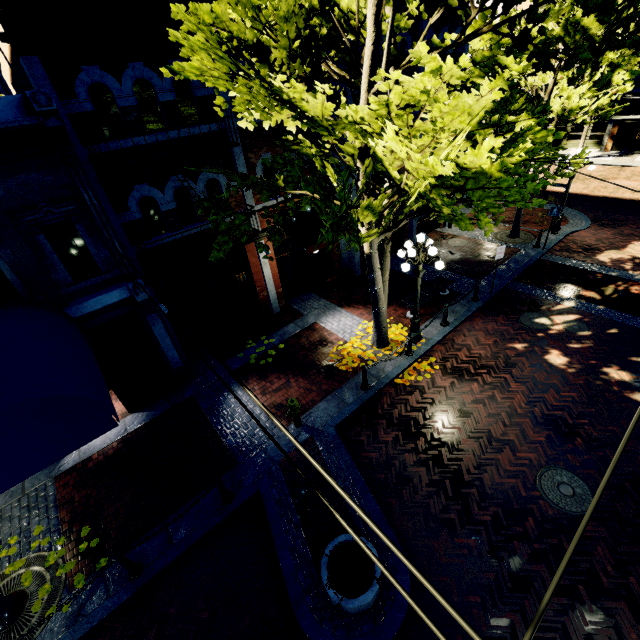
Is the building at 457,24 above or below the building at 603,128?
above

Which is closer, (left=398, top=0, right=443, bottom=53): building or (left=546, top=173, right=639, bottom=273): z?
(left=398, top=0, right=443, bottom=53): building

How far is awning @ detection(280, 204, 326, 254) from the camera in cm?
1071

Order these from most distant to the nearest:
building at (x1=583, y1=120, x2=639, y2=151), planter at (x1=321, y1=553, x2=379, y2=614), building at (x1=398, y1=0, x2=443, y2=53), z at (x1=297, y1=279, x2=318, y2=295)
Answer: building at (x1=583, y1=120, x2=639, y2=151) < z at (x1=297, y1=279, x2=318, y2=295) < building at (x1=398, y1=0, x2=443, y2=53) < planter at (x1=321, y1=553, x2=379, y2=614)

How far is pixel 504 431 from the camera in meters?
7.9 m

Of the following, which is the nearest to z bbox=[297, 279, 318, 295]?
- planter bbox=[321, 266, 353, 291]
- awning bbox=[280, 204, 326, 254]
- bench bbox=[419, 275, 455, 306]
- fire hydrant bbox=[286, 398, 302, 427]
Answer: planter bbox=[321, 266, 353, 291]

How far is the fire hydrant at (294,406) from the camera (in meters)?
7.98

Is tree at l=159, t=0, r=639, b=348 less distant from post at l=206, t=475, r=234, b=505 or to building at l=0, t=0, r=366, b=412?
building at l=0, t=0, r=366, b=412
